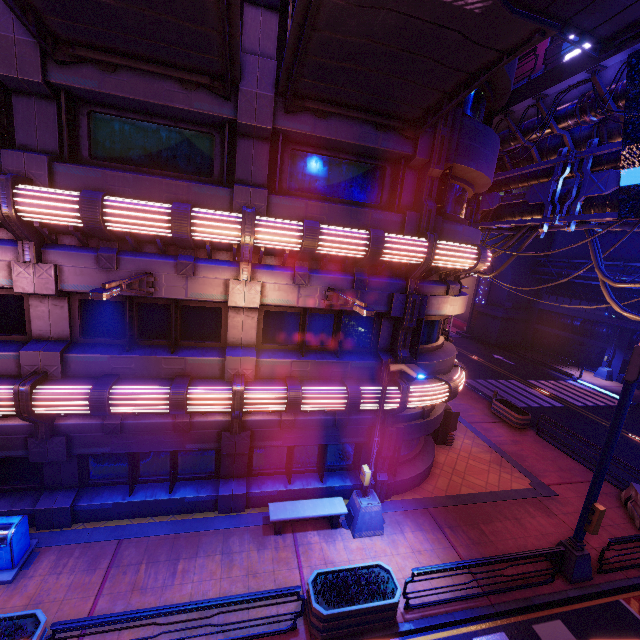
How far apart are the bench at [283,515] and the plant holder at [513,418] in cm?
1295

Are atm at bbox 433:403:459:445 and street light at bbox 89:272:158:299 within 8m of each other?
no

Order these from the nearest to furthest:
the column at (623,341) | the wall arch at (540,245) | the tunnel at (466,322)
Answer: the column at (623,341)
the wall arch at (540,245)
the tunnel at (466,322)

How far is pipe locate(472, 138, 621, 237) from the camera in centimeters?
1055cm

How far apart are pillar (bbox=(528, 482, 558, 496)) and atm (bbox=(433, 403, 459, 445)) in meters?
3.2 m

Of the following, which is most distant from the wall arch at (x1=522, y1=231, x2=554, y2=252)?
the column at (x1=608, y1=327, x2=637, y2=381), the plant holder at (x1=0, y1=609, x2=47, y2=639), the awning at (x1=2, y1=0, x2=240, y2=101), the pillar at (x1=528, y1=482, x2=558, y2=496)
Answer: the plant holder at (x1=0, y1=609, x2=47, y2=639)

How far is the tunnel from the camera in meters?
40.4

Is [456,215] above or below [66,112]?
below
